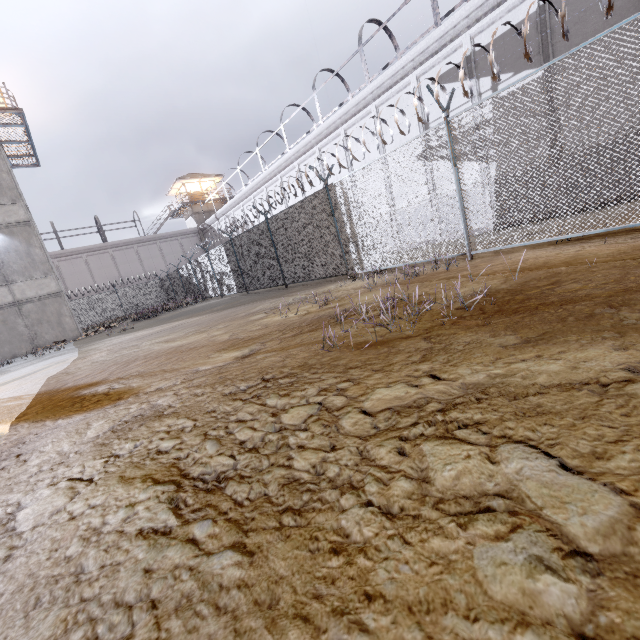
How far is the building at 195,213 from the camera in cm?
4031

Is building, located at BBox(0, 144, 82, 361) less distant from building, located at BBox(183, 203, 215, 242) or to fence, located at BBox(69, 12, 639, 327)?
fence, located at BBox(69, 12, 639, 327)

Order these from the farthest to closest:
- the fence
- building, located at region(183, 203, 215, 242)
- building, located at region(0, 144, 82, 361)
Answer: building, located at region(183, 203, 215, 242) < building, located at region(0, 144, 82, 361) < the fence

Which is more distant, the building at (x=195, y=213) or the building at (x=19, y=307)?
the building at (x=195, y=213)

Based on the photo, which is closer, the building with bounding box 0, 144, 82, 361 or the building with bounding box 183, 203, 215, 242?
the building with bounding box 0, 144, 82, 361

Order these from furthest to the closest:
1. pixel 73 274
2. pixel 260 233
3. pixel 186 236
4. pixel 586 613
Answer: pixel 186 236 < pixel 73 274 < pixel 260 233 < pixel 586 613

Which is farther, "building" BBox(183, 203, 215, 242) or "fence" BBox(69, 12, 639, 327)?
"building" BBox(183, 203, 215, 242)
